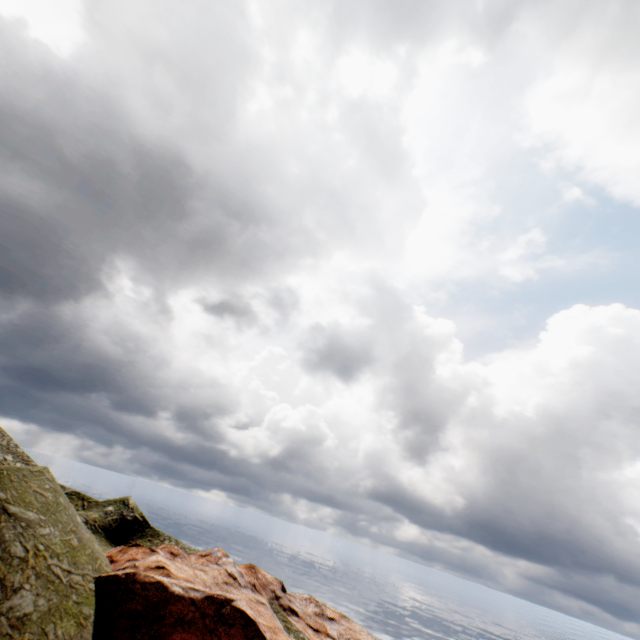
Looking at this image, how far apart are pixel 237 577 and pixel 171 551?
7.4m
